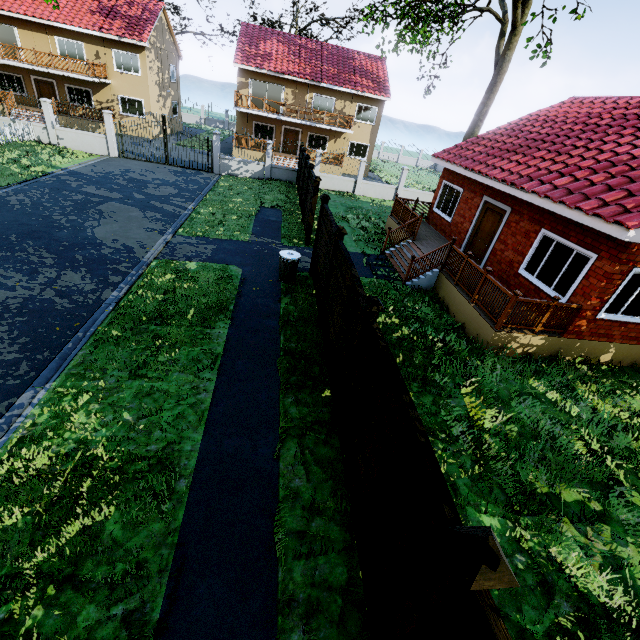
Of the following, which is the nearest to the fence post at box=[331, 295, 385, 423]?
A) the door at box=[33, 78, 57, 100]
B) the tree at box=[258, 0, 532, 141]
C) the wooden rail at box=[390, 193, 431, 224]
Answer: the tree at box=[258, 0, 532, 141]

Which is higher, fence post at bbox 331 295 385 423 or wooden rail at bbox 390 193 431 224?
fence post at bbox 331 295 385 423

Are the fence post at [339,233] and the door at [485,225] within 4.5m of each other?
no

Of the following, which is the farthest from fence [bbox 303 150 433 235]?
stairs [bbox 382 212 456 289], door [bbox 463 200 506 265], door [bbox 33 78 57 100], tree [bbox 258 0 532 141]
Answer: door [bbox 33 78 57 100]

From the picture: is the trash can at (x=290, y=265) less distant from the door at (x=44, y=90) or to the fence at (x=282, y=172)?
the fence at (x=282, y=172)

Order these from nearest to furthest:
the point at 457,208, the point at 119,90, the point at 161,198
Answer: the point at 457,208, the point at 161,198, the point at 119,90

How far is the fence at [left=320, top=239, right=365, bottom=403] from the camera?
5.4 meters

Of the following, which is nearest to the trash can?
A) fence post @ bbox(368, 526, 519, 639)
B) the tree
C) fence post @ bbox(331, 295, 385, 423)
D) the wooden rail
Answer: fence post @ bbox(331, 295, 385, 423)
